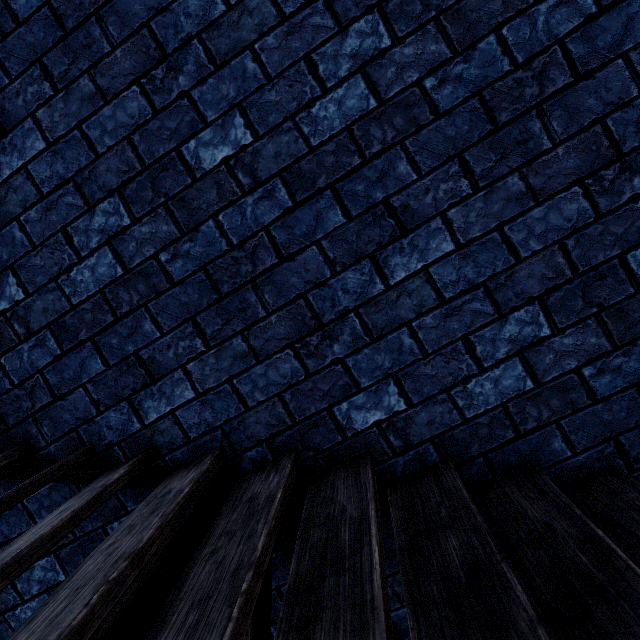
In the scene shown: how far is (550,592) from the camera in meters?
1.0
